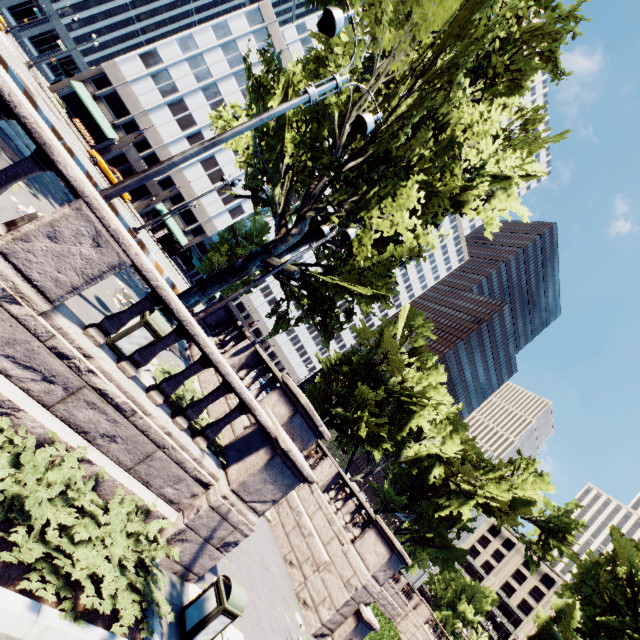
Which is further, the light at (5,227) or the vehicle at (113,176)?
the vehicle at (113,176)

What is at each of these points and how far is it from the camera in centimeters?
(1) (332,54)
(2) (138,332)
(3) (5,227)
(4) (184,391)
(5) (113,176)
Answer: (1) tree, 1049cm
(2) garbage can, 611cm
(3) light, 497cm
(4) bush, 657cm
(5) vehicle, 3141cm

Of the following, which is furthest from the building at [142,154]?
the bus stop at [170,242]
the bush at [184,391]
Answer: the bush at [184,391]

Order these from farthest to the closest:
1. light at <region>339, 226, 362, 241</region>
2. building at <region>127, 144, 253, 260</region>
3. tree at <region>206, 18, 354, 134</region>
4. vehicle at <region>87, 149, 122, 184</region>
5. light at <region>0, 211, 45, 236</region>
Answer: building at <region>127, 144, 253, 260</region>
vehicle at <region>87, 149, 122, 184</region>
light at <region>339, 226, 362, 241</region>
tree at <region>206, 18, 354, 134</region>
light at <region>0, 211, 45, 236</region>

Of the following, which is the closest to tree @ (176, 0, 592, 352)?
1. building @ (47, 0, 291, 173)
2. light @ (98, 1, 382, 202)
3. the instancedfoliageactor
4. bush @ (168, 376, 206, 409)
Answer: building @ (47, 0, 291, 173)

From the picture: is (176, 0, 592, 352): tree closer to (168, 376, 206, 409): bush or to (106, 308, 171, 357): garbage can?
(168, 376, 206, 409): bush

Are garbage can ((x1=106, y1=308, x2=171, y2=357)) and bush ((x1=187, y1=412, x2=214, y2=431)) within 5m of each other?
yes

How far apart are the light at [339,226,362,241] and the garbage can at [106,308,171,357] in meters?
6.4
